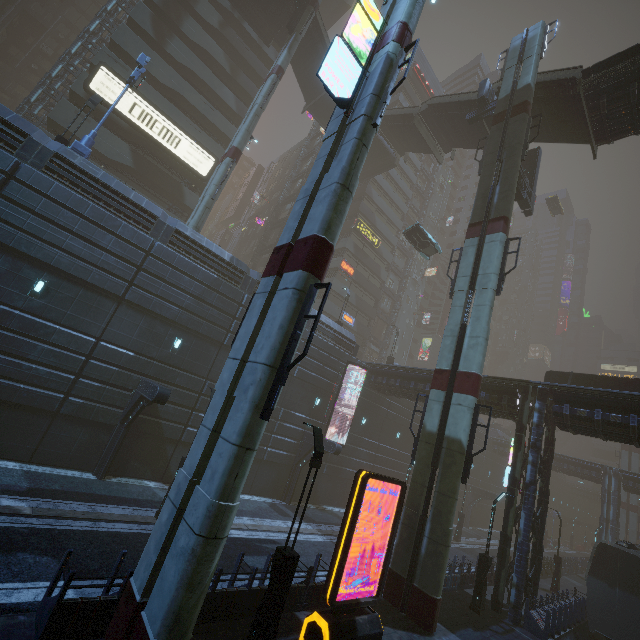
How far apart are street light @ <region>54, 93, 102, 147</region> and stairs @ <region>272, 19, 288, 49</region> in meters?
23.0

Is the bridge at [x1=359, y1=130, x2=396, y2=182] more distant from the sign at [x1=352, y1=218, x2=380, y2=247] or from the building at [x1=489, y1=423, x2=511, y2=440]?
the sign at [x1=352, y1=218, x2=380, y2=247]

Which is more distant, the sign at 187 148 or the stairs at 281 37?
the stairs at 281 37

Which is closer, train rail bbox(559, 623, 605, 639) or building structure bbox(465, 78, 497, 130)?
train rail bbox(559, 623, 605, 639)

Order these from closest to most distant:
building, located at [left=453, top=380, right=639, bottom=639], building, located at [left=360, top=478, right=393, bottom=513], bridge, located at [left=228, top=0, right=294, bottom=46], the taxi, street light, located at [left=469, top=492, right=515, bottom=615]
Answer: street light, located at [left=469, top=492, right=515, bottom=615] → building, located at [left=453, top=380, right=639, bottom=639] → building, located at [left=360, top=478, right=393, bottom=513] → bridge, located at [left=228, top=0, right=294, bottom=46] → the taxi

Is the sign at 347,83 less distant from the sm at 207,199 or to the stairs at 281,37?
the sm at 207,199

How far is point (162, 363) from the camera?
18.08m

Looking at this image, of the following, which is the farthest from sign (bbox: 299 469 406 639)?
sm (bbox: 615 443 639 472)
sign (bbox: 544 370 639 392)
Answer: sm (bbox: 615 443 639 472)
